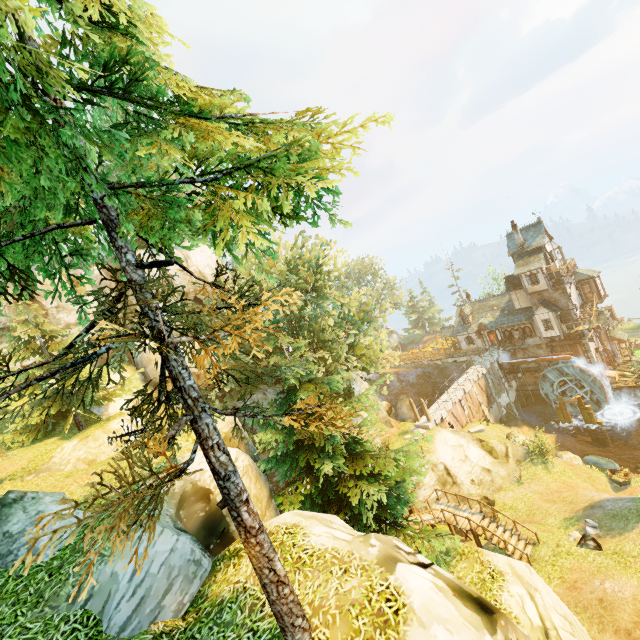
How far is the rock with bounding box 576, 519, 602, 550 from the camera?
16.7 meters

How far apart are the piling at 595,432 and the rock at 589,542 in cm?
2208

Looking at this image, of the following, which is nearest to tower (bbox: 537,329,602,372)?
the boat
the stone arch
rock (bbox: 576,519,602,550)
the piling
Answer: the stone arch

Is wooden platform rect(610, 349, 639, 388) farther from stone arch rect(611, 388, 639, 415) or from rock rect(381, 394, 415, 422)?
rock rect(381, 394, 415, 422)

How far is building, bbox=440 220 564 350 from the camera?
36.7m

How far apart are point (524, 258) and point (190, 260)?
38.5 meters

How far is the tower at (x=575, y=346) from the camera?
36.3m

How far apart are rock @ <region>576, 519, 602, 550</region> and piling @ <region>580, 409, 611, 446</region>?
22.1 meters
